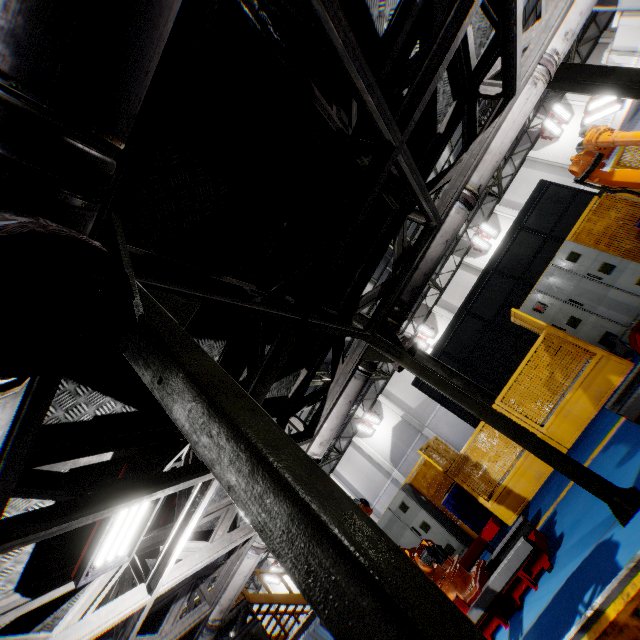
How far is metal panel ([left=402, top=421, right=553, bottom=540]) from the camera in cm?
667

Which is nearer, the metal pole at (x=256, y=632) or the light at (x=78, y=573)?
the light at (x=78, y=573)

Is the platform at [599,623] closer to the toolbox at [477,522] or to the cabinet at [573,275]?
the toolbox at [477,522]

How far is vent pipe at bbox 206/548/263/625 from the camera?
5.95m

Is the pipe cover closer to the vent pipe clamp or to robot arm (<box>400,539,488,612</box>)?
the vent pipe clamp

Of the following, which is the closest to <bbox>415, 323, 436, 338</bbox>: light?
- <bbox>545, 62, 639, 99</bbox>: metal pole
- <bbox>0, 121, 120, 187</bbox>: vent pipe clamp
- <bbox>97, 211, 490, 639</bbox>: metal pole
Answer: <bbox>545, 62, 639, 99</bbox>: metal pole

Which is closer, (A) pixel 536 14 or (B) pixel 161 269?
(B) pixel 161 269

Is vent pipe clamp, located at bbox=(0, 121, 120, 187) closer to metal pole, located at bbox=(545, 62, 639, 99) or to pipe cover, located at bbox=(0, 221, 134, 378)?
pipe cover, located at bbox=(0, 221, 134, 378)
